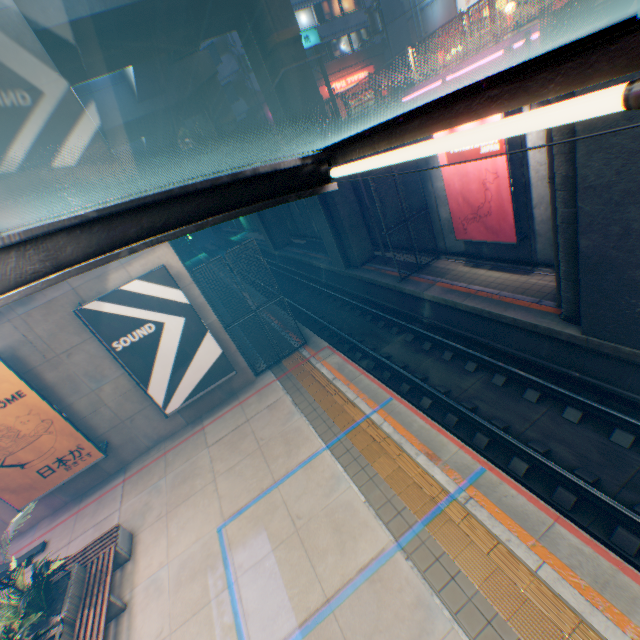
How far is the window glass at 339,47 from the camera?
32.34m

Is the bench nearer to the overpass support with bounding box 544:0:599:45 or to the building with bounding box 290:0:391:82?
the overpass support with bounding box 544:0:599:45

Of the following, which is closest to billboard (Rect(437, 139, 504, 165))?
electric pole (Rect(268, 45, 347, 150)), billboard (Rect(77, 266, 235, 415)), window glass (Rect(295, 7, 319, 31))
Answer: electric pole (Rect(268, 45, 347, 150))

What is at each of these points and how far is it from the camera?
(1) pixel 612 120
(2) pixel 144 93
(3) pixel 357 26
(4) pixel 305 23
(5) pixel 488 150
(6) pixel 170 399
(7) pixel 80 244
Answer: (1) overpass support, 5.7 meters
(2) overpass support, 21.3 meters
(3) building, 32.1 meters
(4) window glass, 30.6 meters
(5) billboard, 10.0 meters
(6) billboard, 10.7 meters
(7) canopy, 2.2 meters

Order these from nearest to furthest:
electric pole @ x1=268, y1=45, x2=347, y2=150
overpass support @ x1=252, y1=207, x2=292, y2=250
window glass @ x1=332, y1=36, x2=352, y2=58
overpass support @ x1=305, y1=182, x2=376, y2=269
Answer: electric pole @ x1=268, y1=45, x2=347, y2=150 < overpass support @ x1=305, y1=182, x2=376, y2=269 < overpass support @ x1=252, y1=207, x2=292, y2=250 < window glass @ x1=332, y1=36, x2=352, y2=58

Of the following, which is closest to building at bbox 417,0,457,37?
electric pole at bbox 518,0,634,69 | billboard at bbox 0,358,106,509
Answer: electric pole at bbox 518,0,634,69

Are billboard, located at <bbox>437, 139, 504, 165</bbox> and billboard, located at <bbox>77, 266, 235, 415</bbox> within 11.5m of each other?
yes

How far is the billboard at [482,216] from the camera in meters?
10.3 m
